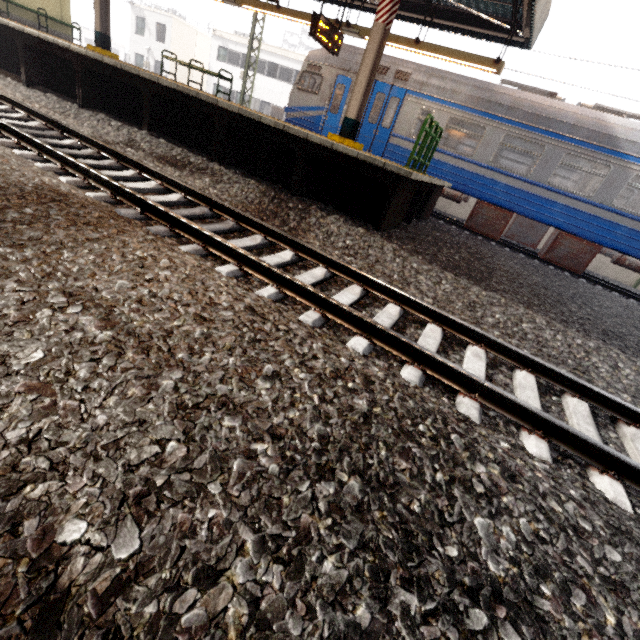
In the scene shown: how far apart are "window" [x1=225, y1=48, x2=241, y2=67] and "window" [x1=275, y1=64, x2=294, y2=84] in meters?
4.0

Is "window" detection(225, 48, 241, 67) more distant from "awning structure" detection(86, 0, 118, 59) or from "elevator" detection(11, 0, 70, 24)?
"elevator" detection(11, 0, 70, 24)

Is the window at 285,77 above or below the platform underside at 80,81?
above

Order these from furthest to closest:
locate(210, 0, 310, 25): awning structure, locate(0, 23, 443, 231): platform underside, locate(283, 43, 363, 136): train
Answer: locate(283, 43, 363, 136): train < locate(210, 0, 310, 25): awning structure < locate(0, 23, 443, 231): platform underside

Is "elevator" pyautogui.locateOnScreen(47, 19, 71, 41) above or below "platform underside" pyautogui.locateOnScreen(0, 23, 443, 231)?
above

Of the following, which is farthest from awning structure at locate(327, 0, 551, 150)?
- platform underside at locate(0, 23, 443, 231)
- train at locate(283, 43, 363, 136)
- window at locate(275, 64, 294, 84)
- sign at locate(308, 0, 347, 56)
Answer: window at locate(275, 64, 294, 84)

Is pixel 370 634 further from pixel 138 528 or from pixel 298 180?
pixel 298 180

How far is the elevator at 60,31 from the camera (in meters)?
12.58
